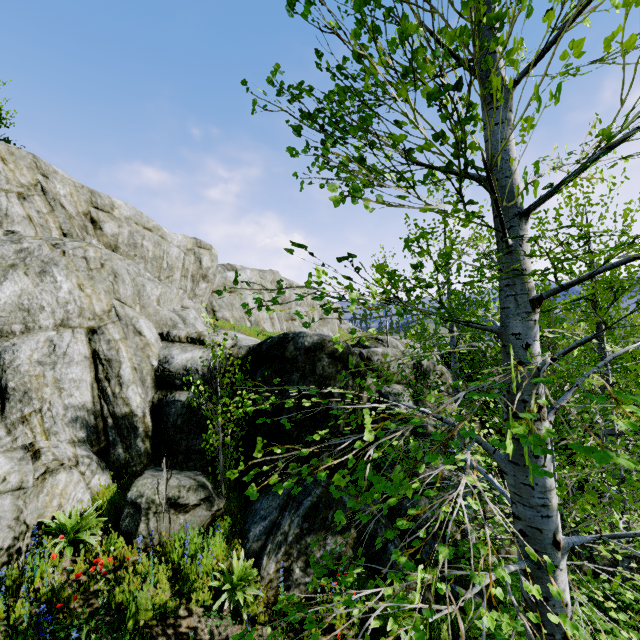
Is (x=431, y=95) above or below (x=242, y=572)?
above

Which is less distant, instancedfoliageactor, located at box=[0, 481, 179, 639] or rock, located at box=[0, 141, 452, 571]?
instancedfoliageactor, located at box=[0, 481, 179, 639]

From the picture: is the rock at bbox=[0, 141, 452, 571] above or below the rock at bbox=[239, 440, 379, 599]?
above

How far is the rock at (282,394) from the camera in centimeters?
748cm

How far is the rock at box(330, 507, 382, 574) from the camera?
6.14m
